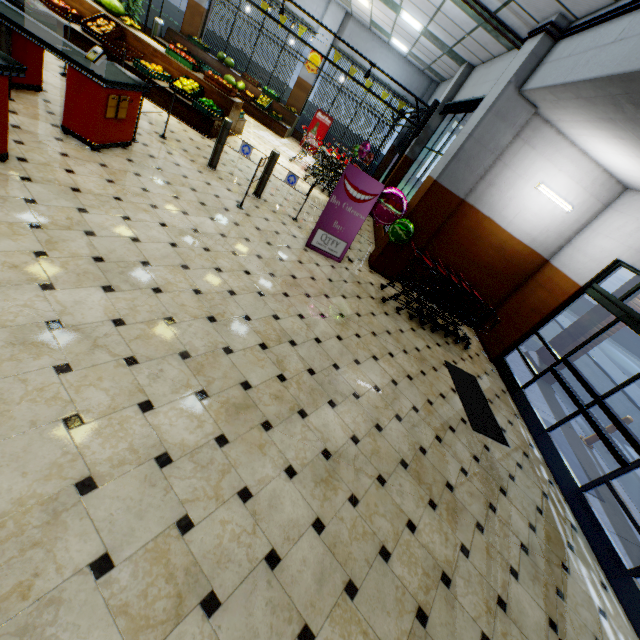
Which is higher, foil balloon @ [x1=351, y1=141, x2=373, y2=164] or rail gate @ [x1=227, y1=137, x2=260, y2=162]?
foil balloon @ [x1=351, y1=141, x2=373, y2=164]

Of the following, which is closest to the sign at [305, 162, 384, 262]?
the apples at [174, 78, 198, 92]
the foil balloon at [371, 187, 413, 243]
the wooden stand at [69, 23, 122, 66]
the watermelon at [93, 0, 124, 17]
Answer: the foil balloon at [371, 187, 413, 243]

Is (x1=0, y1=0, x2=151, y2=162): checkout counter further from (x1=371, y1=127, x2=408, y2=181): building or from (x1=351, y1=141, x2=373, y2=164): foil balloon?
(x1=351, y1=141, x2=373, y2=164): foil balloon

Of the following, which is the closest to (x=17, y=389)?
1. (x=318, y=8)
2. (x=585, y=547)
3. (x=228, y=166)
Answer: (x=585, y=547)

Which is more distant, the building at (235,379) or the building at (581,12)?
the building at (581,12)

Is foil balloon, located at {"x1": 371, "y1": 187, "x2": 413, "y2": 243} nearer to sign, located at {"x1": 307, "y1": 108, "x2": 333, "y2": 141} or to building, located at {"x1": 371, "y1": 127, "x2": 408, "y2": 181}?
building, located at {"x1": 371, "y1": 127, "x2": 408, "y2": 181}

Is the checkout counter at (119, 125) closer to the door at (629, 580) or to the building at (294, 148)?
the building at (294, 148)

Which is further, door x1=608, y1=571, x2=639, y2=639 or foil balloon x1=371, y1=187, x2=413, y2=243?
foil balloon x1=371, y1=187, x2=413, y2=243
